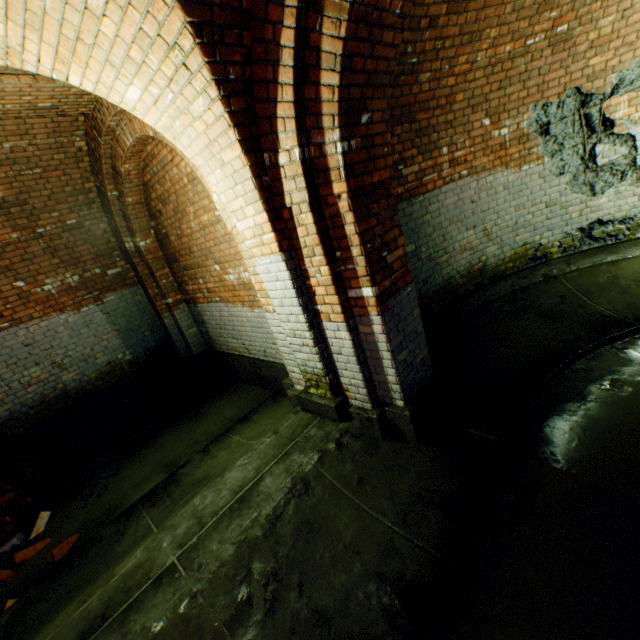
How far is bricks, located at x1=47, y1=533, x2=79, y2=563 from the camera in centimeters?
350cm

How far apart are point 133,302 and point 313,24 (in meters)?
A: 6.07

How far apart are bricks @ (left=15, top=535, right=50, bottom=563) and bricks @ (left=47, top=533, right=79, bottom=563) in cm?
36

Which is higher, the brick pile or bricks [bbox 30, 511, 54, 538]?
the brick pile

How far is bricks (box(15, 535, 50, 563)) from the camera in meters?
3.7

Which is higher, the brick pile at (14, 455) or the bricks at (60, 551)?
A: the brick pile at (14, 455)

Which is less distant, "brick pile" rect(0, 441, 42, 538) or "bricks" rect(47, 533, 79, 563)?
"bricks" rect(47, 533, 79, 563)

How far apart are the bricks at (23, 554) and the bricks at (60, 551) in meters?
0.4 m
